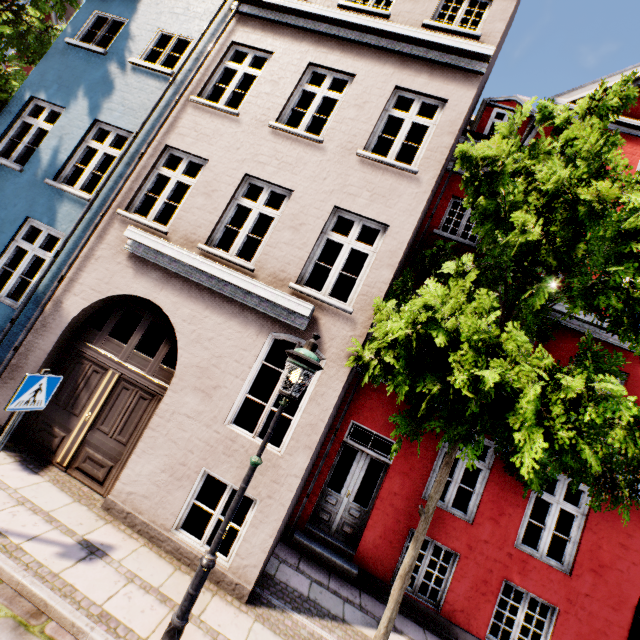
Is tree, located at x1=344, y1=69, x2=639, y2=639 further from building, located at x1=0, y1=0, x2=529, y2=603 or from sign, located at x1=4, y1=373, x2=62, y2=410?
sign, located at x1=4, y1=373, x2=62, y2=410

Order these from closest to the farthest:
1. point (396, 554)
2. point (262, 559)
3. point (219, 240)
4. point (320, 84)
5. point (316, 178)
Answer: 1. point (262, 559)
2. point (316, 178)
3. point (396, 554)
4. point (219, 240)
5. point (320, 84)

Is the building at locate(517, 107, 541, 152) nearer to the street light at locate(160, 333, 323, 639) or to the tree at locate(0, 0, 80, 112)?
the street light at locate(160, 333, 323, 639)

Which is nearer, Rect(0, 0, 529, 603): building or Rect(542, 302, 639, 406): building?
Rect(0, 0, 529, 603): building

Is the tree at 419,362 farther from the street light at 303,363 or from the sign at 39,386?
the sign at 39,386

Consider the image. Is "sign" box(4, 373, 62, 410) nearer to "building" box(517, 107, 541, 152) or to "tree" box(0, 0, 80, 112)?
"building" box(517, 107, 541, 152)

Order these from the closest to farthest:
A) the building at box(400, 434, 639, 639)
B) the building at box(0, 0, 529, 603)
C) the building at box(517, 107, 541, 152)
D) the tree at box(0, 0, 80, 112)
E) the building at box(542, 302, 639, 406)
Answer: the building at box(0, 0, 529, 603) → the building at box(400, 434, 639, 639) → the building at box(542, 302, 639, 406) → the tree at box(0, 0, 80, 112) → the building at box(517, 107, 541, 152)

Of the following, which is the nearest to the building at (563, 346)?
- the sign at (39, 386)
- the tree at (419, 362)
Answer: the tree at (419, 362)
